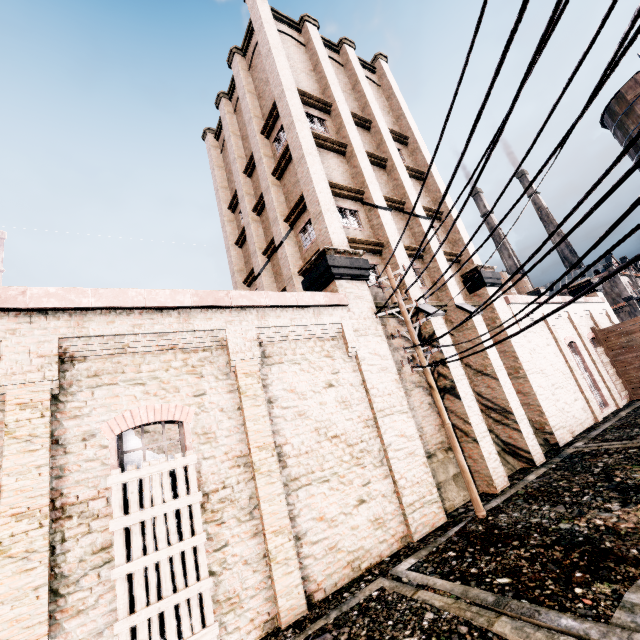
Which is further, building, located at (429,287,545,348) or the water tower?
the water tower

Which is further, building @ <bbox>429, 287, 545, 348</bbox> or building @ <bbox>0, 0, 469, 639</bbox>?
building @ <bbox>429, 287, 545, 348</bbox>

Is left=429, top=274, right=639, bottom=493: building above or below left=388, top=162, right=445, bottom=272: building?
below

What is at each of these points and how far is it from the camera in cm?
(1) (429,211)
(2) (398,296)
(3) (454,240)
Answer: (1) building, 2016
(2) electric pole, 1227
(3) building, 2027

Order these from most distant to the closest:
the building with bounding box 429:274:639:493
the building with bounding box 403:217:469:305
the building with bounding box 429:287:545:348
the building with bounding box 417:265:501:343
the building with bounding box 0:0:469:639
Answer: the building with bounding box 429:287:545:348, the building with bounding box 403:217:469:305, the building with bounding box 417:265:501:343, the building with bounding box 429:274:639:493, the building with bounding box 0:0:469:639

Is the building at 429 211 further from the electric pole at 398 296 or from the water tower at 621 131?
the water tower at 621 131

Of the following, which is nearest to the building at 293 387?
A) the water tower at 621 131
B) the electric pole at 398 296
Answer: the electric pole at 398 296
